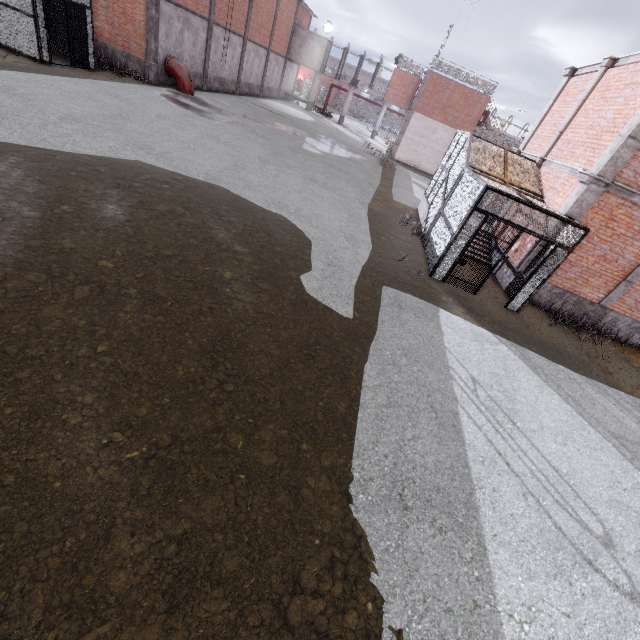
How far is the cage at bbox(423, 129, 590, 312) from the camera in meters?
8.7 m

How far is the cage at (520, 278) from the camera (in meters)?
9.95

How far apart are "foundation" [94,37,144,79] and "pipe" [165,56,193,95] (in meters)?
1.13

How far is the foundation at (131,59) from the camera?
18.3m

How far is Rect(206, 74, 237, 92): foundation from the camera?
24.3 meters

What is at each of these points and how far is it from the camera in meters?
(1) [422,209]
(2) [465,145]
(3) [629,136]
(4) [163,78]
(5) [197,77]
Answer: (1) stair, 15.5
(2) cage, 12.4
(3) trim, 8.4
(4) foundation, 19.6
(5) foundation, 22.7

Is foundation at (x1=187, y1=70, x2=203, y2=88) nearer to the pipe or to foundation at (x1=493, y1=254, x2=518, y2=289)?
the pipe

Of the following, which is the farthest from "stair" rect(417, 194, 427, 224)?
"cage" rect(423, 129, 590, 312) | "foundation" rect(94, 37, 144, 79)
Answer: "foundation" rect(94, 37, 144, 79)
